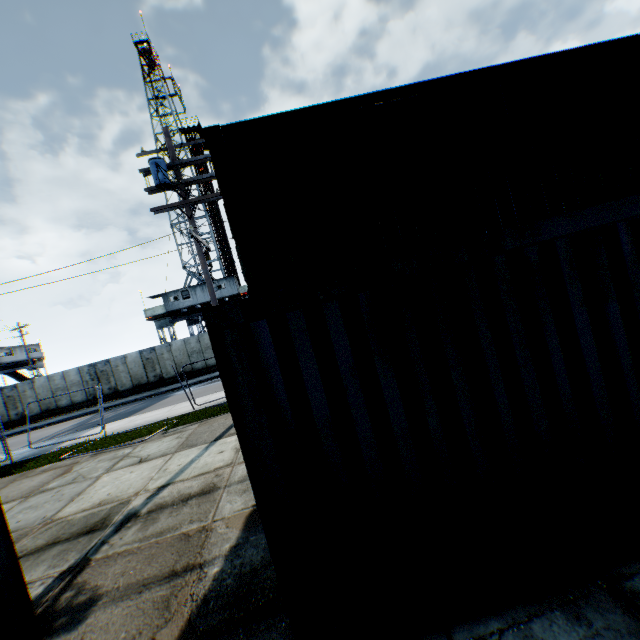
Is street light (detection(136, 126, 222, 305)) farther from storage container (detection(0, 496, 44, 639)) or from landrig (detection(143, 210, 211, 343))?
landrig (detection(143, 210, 211, 343))

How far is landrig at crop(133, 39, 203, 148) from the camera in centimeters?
3434cm

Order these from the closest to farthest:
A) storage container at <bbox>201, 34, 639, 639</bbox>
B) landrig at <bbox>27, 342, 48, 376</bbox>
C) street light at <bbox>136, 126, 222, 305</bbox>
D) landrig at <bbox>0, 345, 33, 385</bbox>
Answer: storage container at <bbox>201, 34, 639, 639</bbox> < street light at <bbox>136, 126, 222, 305</bbox> < landrig at <bbox>0, 345, 33, 385</bbox> < landrig at <bbox>27, 342, 48, 376</bbox>

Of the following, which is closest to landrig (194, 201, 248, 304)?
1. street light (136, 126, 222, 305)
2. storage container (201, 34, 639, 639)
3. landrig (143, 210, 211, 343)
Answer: landrig (143, 210, 211, 343)

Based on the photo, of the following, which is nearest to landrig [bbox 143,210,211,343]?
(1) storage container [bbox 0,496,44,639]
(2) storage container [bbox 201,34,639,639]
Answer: (2) storage container [bbox 201,34,639,639]

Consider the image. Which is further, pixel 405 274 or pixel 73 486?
pixel 73 486

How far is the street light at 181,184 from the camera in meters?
10.0 m

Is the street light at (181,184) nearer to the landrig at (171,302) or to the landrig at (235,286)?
the landrig at (171,302)
